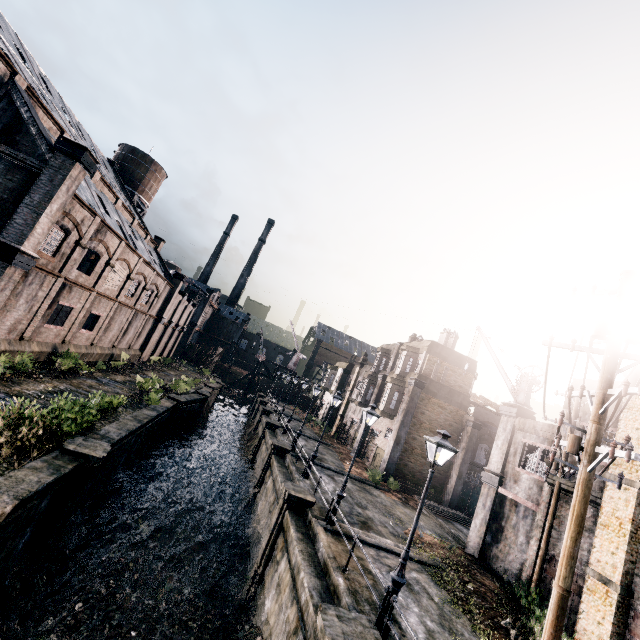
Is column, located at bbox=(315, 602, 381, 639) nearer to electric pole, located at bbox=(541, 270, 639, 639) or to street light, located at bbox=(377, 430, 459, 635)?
street light, located at bbox=(377, 430, 459, 635)

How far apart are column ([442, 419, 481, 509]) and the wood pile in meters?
0.5

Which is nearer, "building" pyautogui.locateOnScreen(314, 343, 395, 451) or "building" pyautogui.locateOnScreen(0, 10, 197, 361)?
"building" pyautogui.locateOnScreen(0, 10, 197, 361)

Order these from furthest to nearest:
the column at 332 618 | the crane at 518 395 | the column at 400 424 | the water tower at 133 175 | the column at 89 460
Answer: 1. the water tower at 133 175
2. the column at 400 424
3. the crane at 518 395
4. the column at 89 460
5. the column at 332 618

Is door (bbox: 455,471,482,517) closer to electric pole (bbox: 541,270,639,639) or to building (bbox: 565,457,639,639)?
building (bbox: 565,457,639,639)

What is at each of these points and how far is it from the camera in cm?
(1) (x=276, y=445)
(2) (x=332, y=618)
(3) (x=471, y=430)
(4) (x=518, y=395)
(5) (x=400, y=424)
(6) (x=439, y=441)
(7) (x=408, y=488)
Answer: (1) column, 2420
(2) column, 804
(3) column, 2902
(4) crane, 2095
(5) column, 2922
(6) street light, 965
(7) wood pile, 2745

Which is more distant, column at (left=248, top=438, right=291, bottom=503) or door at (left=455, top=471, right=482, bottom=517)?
door at (left=455, top=471, right=482, bottom=517)

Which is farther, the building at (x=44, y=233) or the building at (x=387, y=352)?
the building at (x=387, y=352)
